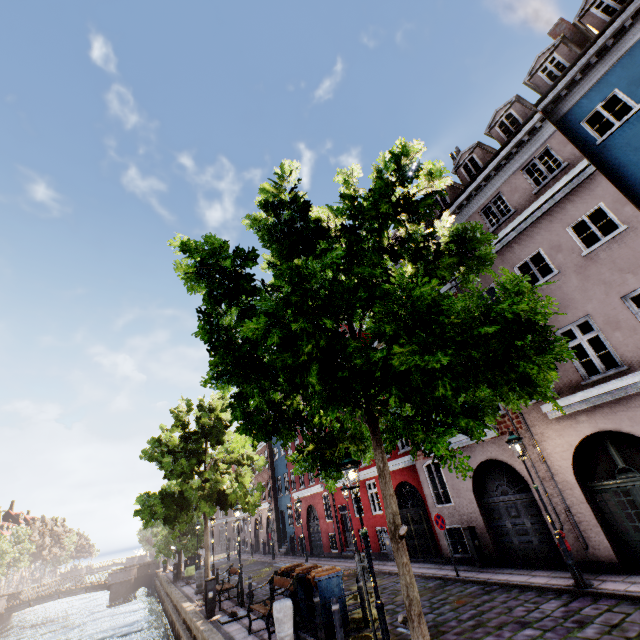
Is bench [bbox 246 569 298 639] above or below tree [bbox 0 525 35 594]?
below

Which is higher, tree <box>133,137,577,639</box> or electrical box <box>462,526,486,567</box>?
tree <box>133,137,577,639</box>

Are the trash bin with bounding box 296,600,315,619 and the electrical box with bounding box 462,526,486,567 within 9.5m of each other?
yes

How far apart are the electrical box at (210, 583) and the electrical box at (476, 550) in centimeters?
1038cm

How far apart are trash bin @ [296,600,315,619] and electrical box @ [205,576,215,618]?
5.0m

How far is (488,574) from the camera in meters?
10.9

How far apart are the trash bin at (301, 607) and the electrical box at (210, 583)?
5.0m

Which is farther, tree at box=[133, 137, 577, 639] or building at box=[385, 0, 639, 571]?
building at box=[385, 0, 639, 571]
